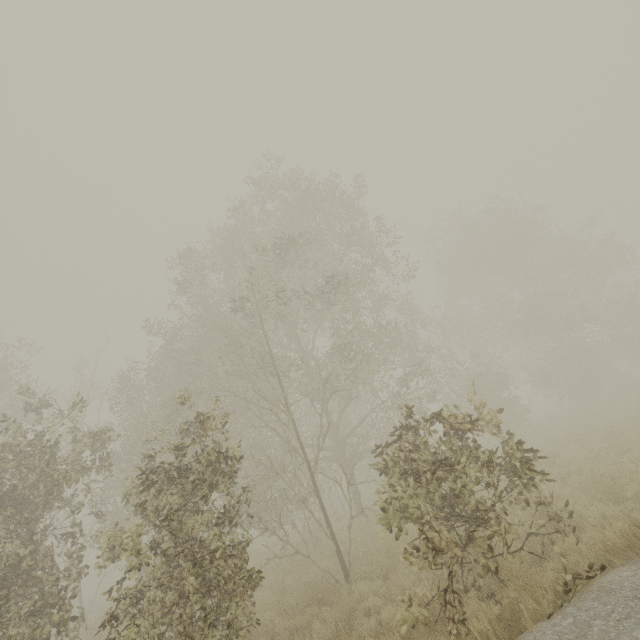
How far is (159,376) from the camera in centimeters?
1639cm
